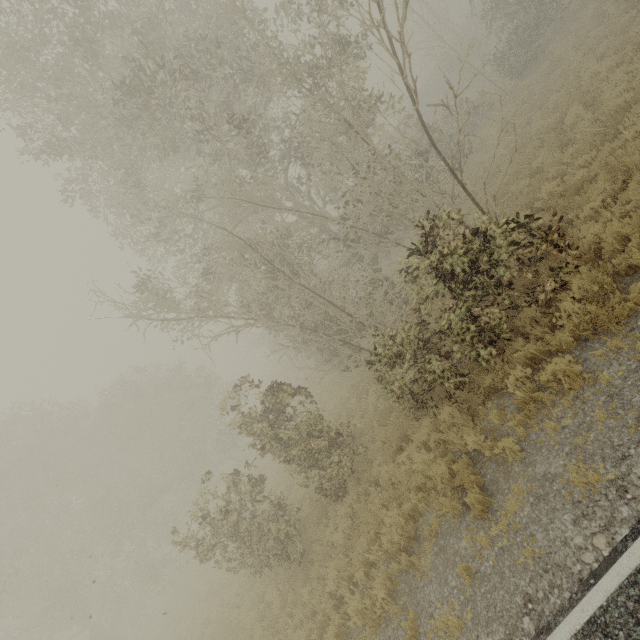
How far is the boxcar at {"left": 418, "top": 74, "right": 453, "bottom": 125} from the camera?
38.4 meters

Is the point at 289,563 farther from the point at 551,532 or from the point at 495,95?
the point at 495,95

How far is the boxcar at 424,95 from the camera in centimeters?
3841cm
